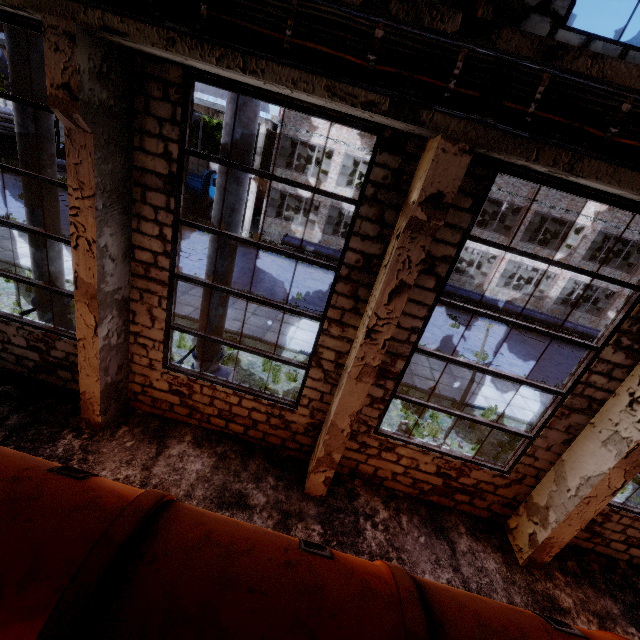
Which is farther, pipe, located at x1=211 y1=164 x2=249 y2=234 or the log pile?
the log pile

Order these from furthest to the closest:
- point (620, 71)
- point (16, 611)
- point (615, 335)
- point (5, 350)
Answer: point (5, 350), point (615, 335), point (620, 71), point (16, 611)

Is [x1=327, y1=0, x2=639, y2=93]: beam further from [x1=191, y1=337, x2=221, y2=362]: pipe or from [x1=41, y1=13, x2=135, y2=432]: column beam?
[x1=191, y1=337, x2=221, y2=362]: pipe

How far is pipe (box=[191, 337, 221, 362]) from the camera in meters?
7.4

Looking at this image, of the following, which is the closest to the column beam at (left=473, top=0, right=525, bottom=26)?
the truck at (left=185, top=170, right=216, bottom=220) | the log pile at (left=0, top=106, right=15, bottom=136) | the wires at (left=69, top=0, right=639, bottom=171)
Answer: the wires at (left=69, top=0, right=639, bottom=171)

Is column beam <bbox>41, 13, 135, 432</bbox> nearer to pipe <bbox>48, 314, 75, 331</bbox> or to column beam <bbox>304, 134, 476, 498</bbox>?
pipe <bbox>48, 314, 75, 331</bbox>

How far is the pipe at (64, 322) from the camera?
7.80m

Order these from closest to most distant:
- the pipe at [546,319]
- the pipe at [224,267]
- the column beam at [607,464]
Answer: the column beam at [607,464] → the pipe at [224,267] → the pipe at [546,319]
